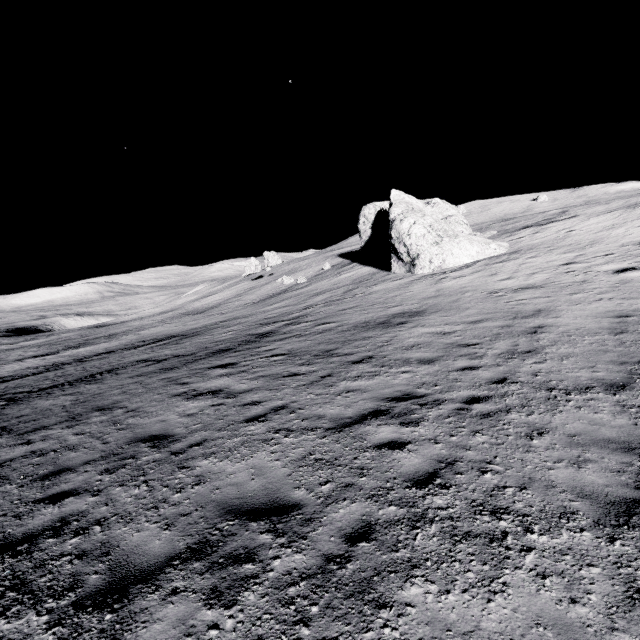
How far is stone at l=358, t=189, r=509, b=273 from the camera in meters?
25.1 m

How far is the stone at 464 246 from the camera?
25.09m

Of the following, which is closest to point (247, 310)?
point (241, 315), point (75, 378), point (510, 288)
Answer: point (241, 315)
